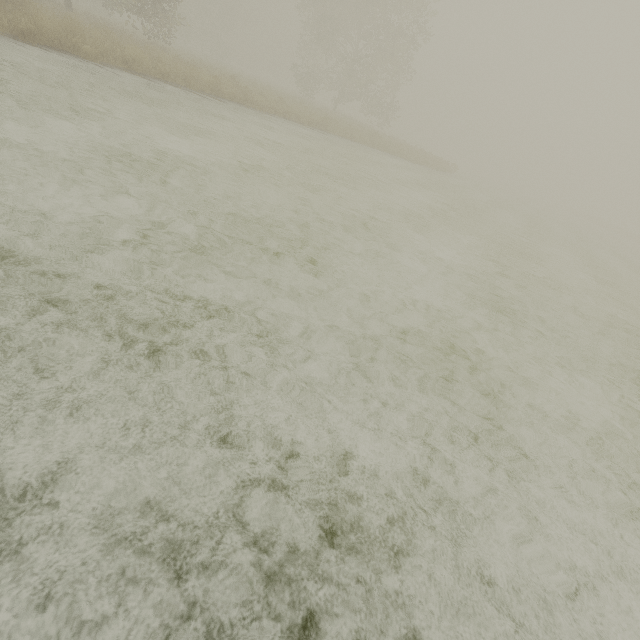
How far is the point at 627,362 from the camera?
5.6 meters
